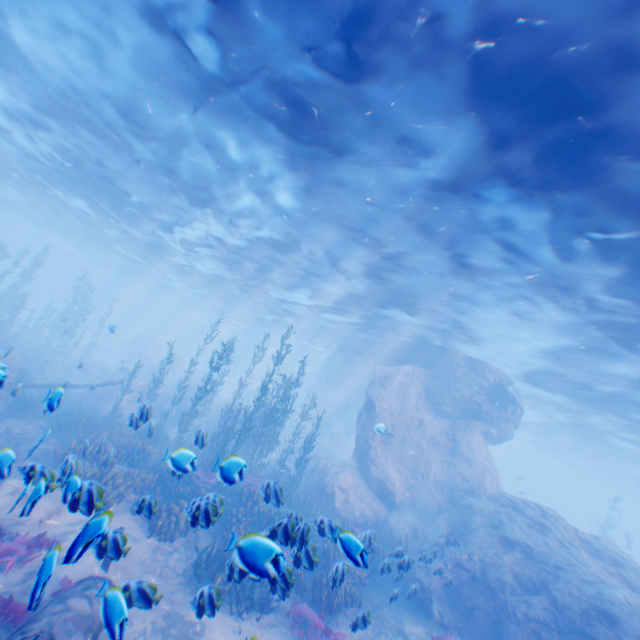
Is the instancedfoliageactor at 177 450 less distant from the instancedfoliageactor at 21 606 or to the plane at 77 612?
the plane at 77 612

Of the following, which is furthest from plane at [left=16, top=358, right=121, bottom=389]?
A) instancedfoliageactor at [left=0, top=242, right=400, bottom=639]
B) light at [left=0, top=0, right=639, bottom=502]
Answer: light at [left=0, top=0, right=639, bottom=502]

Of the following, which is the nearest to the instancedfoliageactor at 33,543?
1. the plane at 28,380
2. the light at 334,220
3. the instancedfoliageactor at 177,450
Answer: the plane at 28,380

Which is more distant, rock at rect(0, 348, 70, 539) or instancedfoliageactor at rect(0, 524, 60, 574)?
instancedfoliageactor at rect(0, 524, 60, 574)

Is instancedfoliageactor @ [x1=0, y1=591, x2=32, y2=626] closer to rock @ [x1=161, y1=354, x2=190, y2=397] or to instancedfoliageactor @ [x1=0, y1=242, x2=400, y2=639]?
rock @ [x1=161, y1=354, x2=190, y2=397]

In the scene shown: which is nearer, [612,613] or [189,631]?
[189,631]

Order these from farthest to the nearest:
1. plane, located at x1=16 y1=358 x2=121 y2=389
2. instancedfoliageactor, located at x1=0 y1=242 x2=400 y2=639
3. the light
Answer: plane, located at x1=16 y1=358 x2=121 y2=389, the light, instancedfoliageactor, located at x1=0 y1=242 x2=400 y2=639

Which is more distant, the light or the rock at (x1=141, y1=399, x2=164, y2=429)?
the rock at (x1=141, y1=399, x2=164, y2=429)
